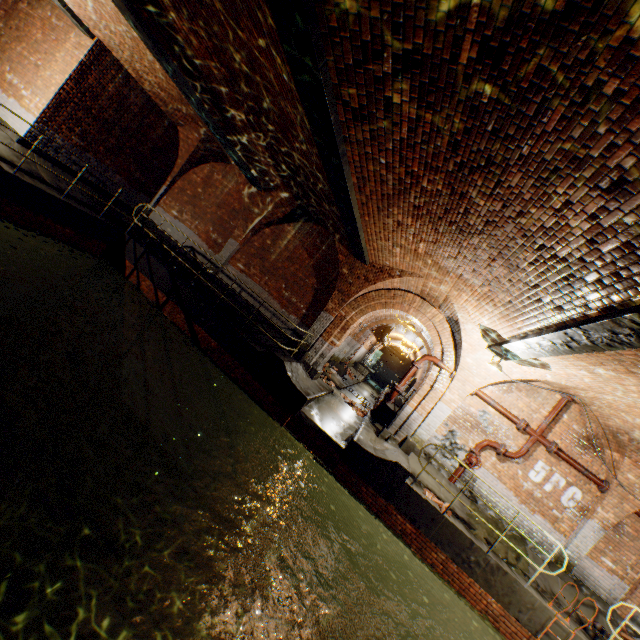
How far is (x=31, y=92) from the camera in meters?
9.9

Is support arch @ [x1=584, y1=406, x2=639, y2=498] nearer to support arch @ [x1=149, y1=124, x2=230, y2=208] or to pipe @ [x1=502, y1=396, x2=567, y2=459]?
pipe @ [x1=502, y1=396, x2=567, y2=459]

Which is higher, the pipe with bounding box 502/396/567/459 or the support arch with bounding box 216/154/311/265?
the pipe with bounding box 502/396/567/459

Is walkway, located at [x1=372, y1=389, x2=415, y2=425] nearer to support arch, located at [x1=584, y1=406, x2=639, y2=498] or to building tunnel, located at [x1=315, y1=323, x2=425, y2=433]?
building tunnel, located at [x1=315, y1=323, x2=425, y2=433]

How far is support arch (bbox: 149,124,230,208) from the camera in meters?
12.6 m

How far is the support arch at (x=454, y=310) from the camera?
9.5m

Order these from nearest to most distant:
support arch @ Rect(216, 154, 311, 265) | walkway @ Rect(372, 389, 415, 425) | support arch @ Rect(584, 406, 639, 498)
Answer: support arch @ Rect(584, 406, 639, 498), support arch @ Rect(216, 154, 311, 265), walkway @ Rect(372, 389, 415, 425)

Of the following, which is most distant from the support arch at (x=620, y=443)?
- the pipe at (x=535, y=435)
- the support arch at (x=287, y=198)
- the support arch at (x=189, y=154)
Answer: the support arch at (x=189, y=154)
